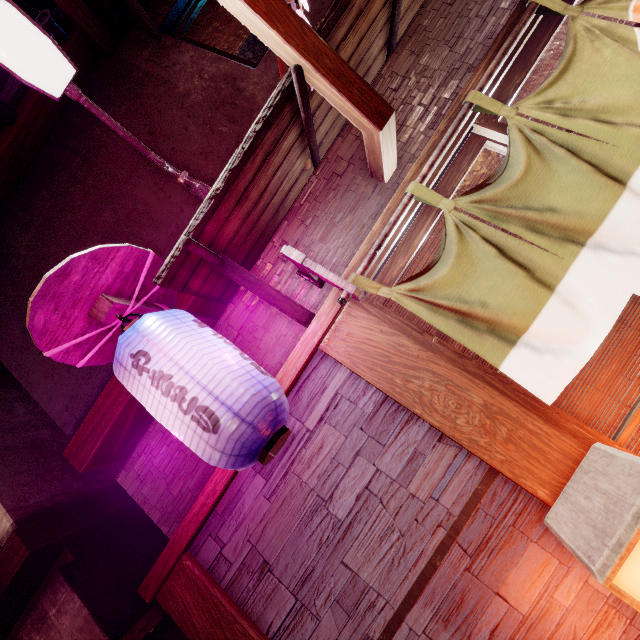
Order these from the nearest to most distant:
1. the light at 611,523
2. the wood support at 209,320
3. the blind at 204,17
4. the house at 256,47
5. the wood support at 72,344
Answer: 1. the light at 611,523
2. the wood support at 72,344
3. the wood support at 209,320
4. the blind at 204,17
5. the house at 256,47

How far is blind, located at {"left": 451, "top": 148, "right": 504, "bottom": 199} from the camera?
4.8m

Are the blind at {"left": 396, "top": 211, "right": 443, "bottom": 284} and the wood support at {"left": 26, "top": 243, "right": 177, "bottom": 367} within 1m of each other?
no

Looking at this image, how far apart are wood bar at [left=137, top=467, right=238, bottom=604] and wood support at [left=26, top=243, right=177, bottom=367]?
1.7m

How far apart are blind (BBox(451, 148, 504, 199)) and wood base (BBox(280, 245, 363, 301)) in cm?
64

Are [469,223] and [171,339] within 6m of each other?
yes

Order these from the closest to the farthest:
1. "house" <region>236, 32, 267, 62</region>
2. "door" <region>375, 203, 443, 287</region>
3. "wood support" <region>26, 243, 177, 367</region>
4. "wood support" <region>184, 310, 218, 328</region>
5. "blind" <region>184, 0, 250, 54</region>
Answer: "wood support" <region>26, 243, 177, 367</region>
"door" <region>375, 203, 443, 287</region>
"wood support" <region>184, 310, 218, 328</region>
"blind" <region>184, 0, 250, 54</region>
"house" <region>236, 32, 267, 62</region>

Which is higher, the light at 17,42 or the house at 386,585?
the light at 17,42
